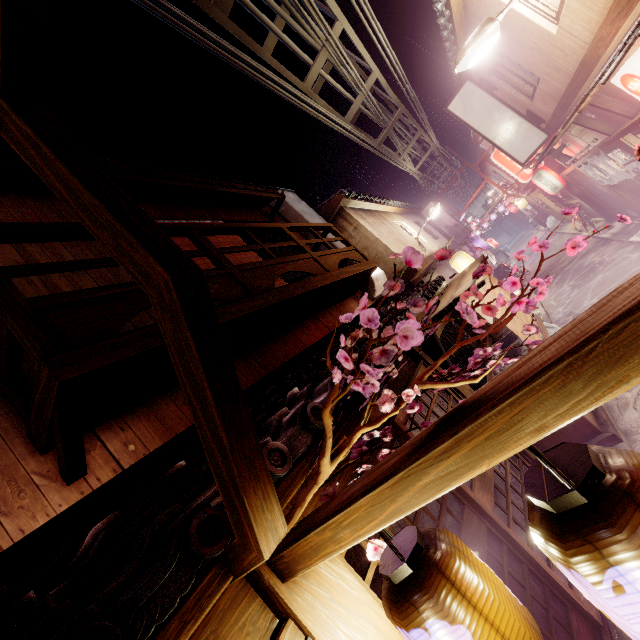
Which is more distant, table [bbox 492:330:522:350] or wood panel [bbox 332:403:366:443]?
table [bbox 492:330:522:350]

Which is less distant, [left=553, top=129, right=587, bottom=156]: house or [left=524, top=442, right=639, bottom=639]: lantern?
[left=524, top=442, right=639, bottom=639]: lantern

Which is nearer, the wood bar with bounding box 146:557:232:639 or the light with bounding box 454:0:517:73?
the wood bar with bounding box 146:557:232:639

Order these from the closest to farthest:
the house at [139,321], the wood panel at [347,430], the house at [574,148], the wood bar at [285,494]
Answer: the wood bar at [285,494], the wood panel at [347,430], the house at [139,321], the house at [574,148]

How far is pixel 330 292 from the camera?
10.8 meters

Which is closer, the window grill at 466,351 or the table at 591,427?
the table at 591,427

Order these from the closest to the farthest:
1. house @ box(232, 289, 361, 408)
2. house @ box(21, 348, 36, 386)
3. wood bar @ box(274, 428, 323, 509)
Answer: wood bar @ box(274, 428, 323, 509), house @ box(21, 348, 36, 386), house @ box(232, 289, 361, 408)

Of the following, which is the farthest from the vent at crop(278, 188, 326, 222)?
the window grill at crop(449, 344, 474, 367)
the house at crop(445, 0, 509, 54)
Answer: the house at crop(445, 0, 509, 54)
